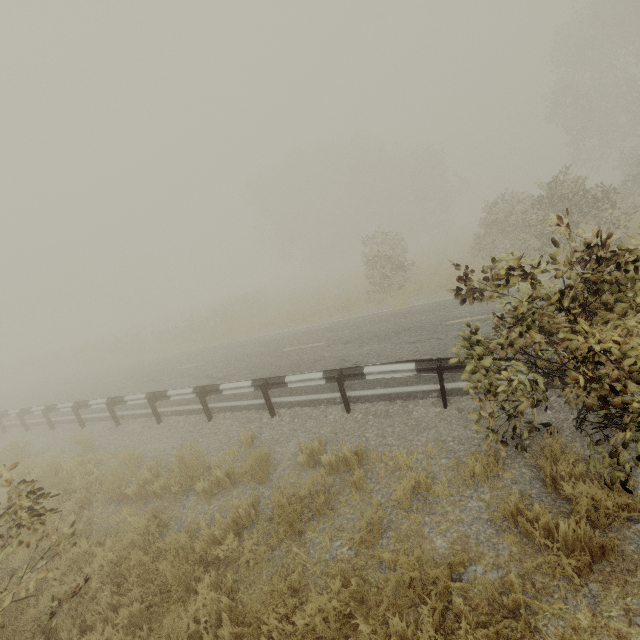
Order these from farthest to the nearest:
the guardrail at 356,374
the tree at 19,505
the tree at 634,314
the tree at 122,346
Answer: the tree at 122,346 → the guardrail at 356,374 → the tree at 19,505 → the tree at 634,314

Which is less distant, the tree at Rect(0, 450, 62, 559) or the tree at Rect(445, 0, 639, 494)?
the tree at Rect(445, 0, 639, 494)

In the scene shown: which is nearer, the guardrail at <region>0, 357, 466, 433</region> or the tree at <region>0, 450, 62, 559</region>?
the tree at <region>0, 450, 62, 559</region>

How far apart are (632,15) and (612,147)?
9.09m

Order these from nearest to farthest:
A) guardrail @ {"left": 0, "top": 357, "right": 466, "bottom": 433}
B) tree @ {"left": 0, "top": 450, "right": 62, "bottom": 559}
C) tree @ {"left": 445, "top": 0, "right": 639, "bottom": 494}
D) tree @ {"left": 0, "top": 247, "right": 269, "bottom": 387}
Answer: tree @ {"left": 445, "top": 0, "right": 639, "bottom": 494} < tree @ {"left": 0, "top": 450, "right": 62, "bottom": 559} < guardrail @ {"left": 0, "top": 357, "right": 466, "bottom": 433} < tree @ {"left": 0, "top": 247, "right": 269, "bottom": 387}

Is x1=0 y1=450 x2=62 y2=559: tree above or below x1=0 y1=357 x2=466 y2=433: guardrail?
above

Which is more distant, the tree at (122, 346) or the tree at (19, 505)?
the tree at (122, 346)
